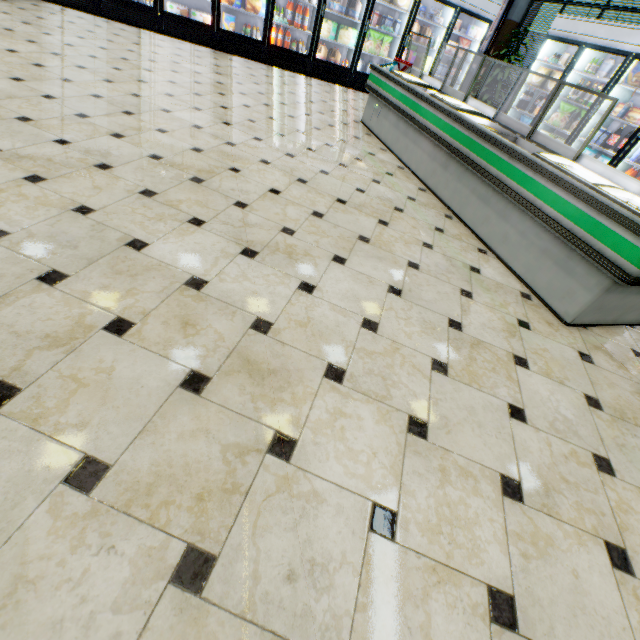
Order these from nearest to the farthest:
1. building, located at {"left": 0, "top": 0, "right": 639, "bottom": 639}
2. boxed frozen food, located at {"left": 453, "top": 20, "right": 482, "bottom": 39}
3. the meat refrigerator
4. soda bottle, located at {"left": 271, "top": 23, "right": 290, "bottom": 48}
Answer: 1. building, located at {"left": 0, "top": 0, "right": 639, "bottom": 639}
2. the meat refrigerator
3. soda bottle, located at {"left": 271, "top": 23, "right": 290, "bottom": 48}
4. boxed frozen food, located at {"left": 453, "top": 20, "right": 482, "bottom": 39}

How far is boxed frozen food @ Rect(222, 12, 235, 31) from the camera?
6.6m

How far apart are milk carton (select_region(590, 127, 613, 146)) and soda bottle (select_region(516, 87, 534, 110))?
1.92m

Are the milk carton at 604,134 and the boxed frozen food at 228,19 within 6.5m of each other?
no

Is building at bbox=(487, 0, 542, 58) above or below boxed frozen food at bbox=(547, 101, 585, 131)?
above

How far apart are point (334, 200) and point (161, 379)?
2.26m

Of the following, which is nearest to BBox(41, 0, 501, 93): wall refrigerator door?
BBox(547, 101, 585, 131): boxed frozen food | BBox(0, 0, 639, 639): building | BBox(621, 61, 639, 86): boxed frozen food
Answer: BBox(0, 0, 639, 639): building

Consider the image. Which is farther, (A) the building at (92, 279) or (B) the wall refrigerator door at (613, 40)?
(B) the wall refrigerator door at (613, 40)
